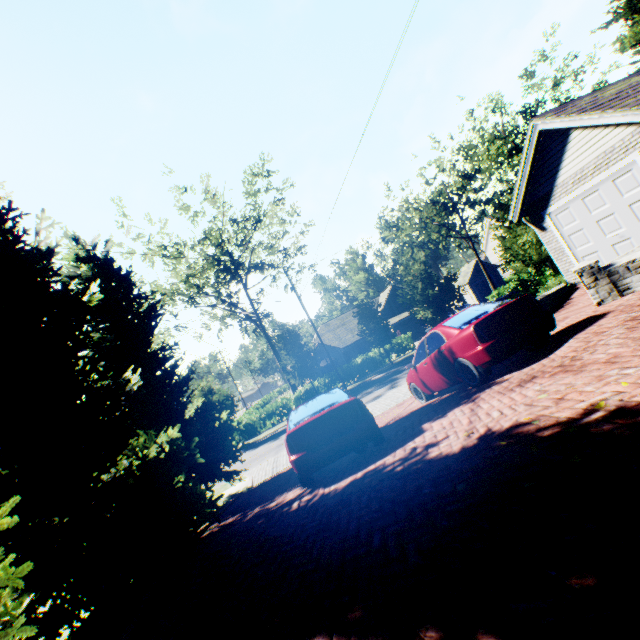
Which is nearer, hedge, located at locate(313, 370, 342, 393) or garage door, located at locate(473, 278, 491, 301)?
hedge, located at locate(313, 370, 342, 393)

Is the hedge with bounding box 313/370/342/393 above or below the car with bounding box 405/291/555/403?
below

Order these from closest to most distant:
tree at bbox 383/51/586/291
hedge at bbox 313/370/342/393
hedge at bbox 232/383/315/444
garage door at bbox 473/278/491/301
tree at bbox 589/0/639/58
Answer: tree at bbox 589/0/639/58 → tree at bbox 383/51/586/291 → hedge at bbox 232/383/315/444 → hedge at bbox 313/370/342/393 → garage door at bbox 473/278/491/301

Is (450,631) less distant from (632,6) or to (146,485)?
(146,485)

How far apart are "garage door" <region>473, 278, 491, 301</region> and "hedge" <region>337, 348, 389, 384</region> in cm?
2216

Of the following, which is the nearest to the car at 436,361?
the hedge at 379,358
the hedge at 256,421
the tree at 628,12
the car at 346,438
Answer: the car at 346,438

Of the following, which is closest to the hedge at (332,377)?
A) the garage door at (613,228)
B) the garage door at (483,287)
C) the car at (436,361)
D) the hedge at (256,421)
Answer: the hedge at (256,421)

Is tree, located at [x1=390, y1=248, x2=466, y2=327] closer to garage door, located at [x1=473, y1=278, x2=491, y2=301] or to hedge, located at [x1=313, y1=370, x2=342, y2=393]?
hedge, located at [x1=313, y1=370, x2=342, y2=393]
